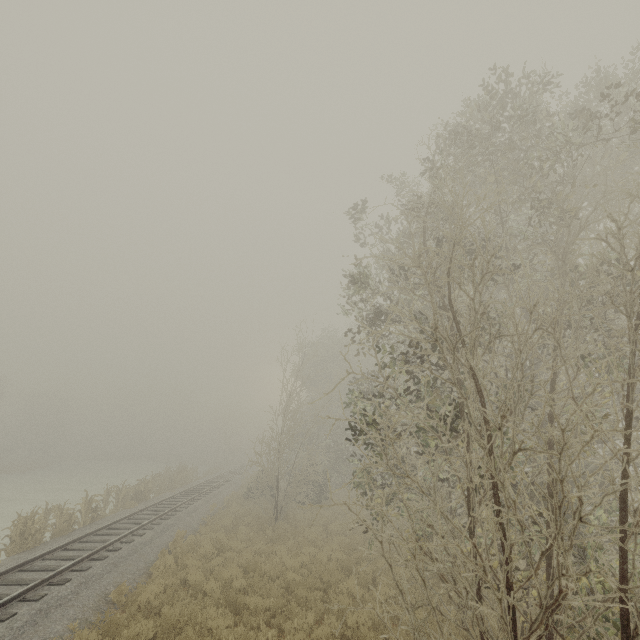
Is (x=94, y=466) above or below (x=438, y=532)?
below

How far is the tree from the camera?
50.7 meters

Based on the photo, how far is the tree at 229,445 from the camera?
50.7 meters
